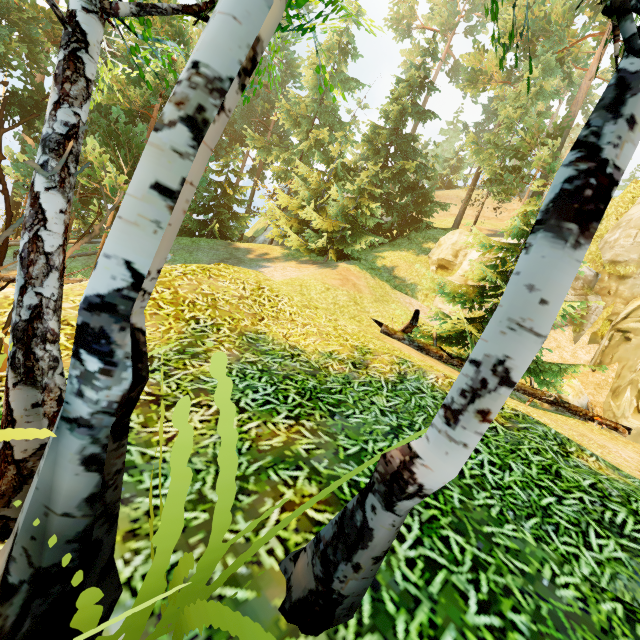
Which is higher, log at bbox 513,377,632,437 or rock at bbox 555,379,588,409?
rock at bbox 555,379,588,409

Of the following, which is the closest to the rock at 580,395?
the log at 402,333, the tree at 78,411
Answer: the tree at 78,411

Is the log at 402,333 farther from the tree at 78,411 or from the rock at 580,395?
the rock at 580,395

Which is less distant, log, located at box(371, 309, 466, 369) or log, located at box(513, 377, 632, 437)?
log, located at box(513, 377, 632, 437)

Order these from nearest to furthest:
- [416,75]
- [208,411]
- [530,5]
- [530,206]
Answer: [208,411]
[530,206]
[530,5]
[416,75]

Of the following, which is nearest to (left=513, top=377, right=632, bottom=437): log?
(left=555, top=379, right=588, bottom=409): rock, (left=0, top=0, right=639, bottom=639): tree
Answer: (left=0, top=0, right=639, bottom=639): tree

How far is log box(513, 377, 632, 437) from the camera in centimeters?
778cm
